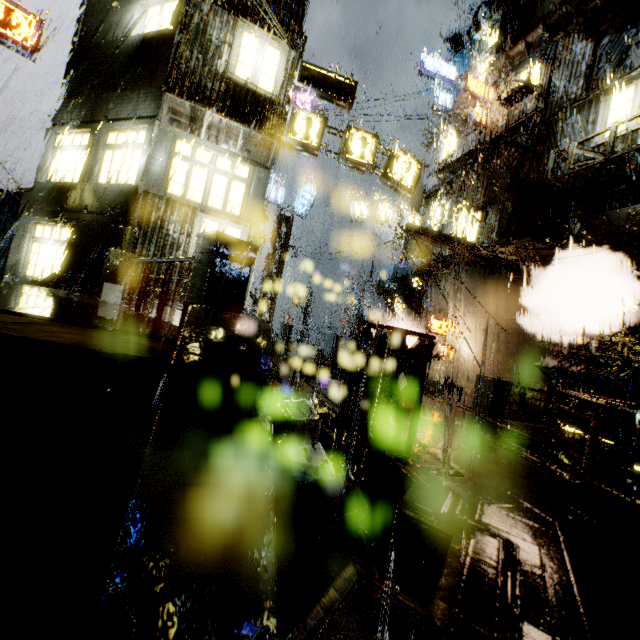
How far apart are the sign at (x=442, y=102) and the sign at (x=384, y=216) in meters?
9.0 m

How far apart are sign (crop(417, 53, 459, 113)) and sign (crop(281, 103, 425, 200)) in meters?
15.2

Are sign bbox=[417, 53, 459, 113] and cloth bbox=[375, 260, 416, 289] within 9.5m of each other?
no

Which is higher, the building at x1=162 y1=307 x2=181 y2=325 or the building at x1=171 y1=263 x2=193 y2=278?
the building at x1=171 y1=263 x2=193 y2=278

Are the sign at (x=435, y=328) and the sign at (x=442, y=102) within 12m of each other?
no

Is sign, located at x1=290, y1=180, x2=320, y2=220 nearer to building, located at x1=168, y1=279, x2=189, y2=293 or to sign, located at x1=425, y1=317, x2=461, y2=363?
building, located at x1=168, y1=279, x2=189, y2=293

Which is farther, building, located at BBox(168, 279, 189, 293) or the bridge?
the bridge

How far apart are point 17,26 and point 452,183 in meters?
24.0
